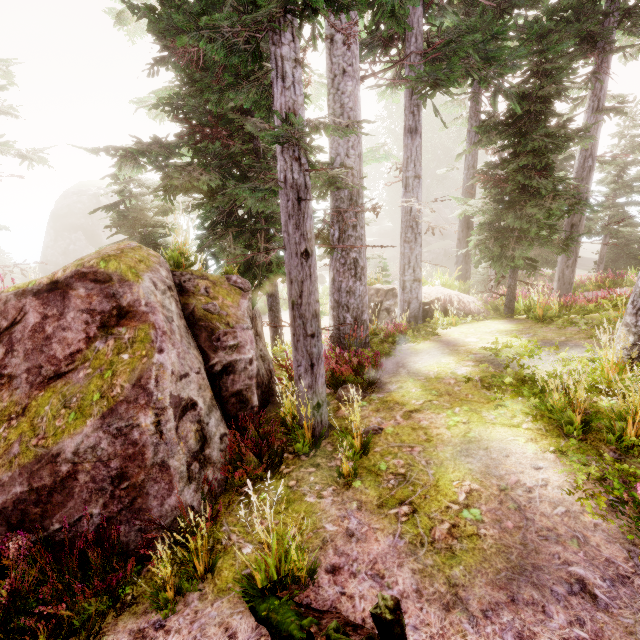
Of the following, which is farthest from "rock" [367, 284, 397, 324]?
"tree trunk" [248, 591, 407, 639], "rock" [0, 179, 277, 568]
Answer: "tree trunk" [248, 591, 407, 639]

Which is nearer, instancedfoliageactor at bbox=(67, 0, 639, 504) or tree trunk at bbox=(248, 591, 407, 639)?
tree trunk at bbox=(248, 591, 407, 639)

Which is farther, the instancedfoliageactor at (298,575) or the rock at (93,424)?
the rock at (93,424)

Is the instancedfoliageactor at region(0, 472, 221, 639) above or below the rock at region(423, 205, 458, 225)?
below

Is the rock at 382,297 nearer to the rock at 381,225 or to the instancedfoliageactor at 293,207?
the instancedfoliageactor at 293,207

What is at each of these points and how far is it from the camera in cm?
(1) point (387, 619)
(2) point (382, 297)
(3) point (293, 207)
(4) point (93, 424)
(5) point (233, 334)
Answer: (1) tree trunk, 180
(2) rock, 1519
(3) instancedfoliageactor, 436
(4) rock, 382
(5) instancedfoliageactor, 624

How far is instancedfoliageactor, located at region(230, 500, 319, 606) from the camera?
2.9m

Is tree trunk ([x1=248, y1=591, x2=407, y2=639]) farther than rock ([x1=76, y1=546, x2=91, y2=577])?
No
